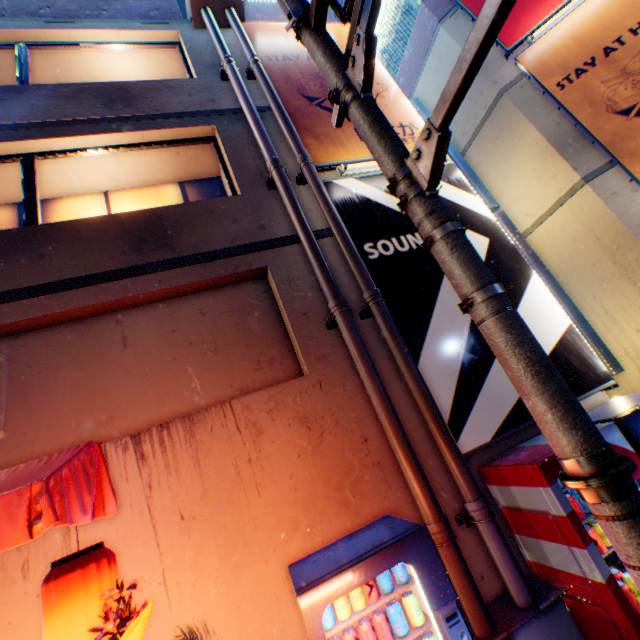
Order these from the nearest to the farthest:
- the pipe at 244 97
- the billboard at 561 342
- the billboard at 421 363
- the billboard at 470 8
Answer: the billboard at 421 363 → the billboard at 561 342 → the pipe at 244 97 → the billboard at 470 8

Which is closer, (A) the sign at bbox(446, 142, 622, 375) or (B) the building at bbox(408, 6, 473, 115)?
(A) the sign at bbox(446, 142, 622, 375)

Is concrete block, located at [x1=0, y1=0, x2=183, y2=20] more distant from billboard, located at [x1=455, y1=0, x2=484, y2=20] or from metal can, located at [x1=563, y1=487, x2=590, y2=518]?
metal can, located at [x1=563, y1=487, x2=590, y2=518]

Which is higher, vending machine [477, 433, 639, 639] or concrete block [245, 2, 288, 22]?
concrete block [245, 2, 288, 22]

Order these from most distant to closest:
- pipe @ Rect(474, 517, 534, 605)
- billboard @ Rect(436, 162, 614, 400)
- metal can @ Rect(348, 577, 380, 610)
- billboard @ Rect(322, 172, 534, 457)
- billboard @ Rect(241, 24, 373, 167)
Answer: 1. billboard @ Rect(241, 24, 373, 167)
2. billboard @ Rect(436, 162, 614, 400)
3. billboard @ Rect(322, 172, 534, 457)
4. pipe @ Rect(474, 517, 534, 605)
5. metal can @ Rect(348, 577, 380, 610)

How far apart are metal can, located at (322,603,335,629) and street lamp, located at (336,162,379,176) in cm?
507

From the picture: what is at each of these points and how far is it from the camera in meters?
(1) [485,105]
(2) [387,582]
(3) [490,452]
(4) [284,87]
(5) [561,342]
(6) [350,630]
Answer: (1) building, 8.1 m
(2) metal can, 2.5 m
(3) building, 3.8 m
(4) billboard, 6.0 m
(5) billboard, 4.5 m
(6) metal can, 2.3 m

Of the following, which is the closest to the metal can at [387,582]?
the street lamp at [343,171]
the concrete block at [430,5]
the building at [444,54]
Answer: the street lamp at [343,171]
